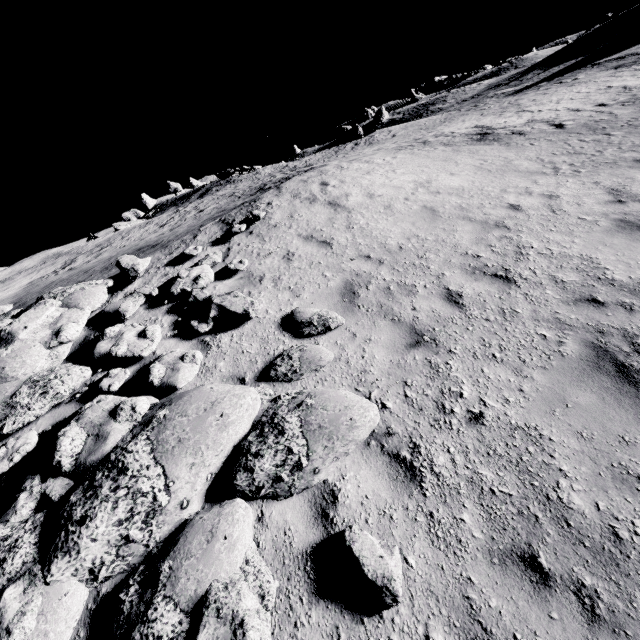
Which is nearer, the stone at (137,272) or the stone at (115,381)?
the stone at (115,381)

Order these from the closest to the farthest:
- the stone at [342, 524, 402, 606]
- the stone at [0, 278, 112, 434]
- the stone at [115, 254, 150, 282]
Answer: the stone at [342, 524, 402, 606] → the stone at [0, 278, 112, 434] → the stone at [115, 254, 150, 282]

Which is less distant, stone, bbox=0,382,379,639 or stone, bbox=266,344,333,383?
stone, bbox=0,382,379,639

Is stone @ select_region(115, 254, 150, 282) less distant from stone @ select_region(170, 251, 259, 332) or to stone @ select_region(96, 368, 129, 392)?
stone @ select_region(170, 251, 259, 332)

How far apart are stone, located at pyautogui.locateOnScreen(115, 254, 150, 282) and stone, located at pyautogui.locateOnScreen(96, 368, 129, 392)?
3.4m

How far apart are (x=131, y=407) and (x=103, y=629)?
2.56m

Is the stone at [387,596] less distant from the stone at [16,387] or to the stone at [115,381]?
the stone at [115,381]

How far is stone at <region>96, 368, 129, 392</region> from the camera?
5.6 meters
